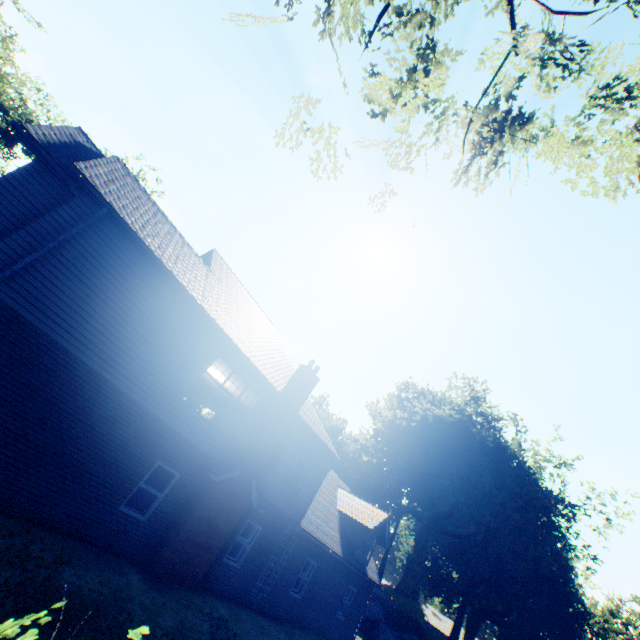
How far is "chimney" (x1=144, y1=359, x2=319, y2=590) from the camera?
10.41m

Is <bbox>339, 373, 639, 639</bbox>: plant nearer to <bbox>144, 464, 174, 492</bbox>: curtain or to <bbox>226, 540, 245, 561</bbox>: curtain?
<bbox>226, 540, 245, 561</bbox>: curtain

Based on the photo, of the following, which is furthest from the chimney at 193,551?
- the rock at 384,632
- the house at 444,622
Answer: the house at 444,622

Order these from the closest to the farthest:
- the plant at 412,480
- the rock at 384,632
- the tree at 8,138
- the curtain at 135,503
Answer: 1. the curtain at 135,503
2. the tree at 8,138
3. the rock at 384,632
4. the plant at 412,480

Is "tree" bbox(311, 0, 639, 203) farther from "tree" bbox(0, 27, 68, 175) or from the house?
the house

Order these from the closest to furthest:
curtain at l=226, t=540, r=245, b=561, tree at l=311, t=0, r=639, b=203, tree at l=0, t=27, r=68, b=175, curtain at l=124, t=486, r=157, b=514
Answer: tree at l=311, t=0, r=639, b=203, curtain at l=124, t=486, r=157, b=514, curtain at l=226, t=540, r=245, b=561, tree at l=0, t=27, r=68, b=175

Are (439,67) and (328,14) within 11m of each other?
yes

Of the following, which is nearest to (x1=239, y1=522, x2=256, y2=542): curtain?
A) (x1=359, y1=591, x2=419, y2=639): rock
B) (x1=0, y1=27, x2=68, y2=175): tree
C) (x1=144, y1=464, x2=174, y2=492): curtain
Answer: (x1=144, y1=464, x2=174, y2=492): curtain
